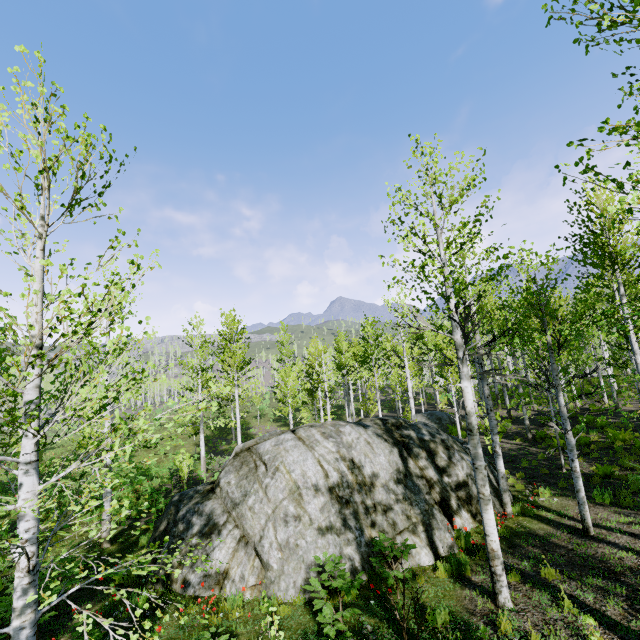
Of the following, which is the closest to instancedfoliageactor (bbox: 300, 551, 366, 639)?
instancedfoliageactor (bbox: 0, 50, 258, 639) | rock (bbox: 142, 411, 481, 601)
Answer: instancedfoliageactor (bbox: 0, 50, 258, 639)

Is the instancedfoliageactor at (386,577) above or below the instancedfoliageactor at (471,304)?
below

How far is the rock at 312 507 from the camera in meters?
7.6

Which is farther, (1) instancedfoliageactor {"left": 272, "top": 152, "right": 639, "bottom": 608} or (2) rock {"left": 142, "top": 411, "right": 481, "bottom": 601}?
(2) rock {"left": 142, "top": 411, "right": 481, "bottom": 601}

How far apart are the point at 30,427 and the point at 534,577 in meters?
9.2 m

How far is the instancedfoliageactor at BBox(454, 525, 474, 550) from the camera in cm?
833

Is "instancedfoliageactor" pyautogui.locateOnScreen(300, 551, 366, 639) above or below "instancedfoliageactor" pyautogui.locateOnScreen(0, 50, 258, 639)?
below
